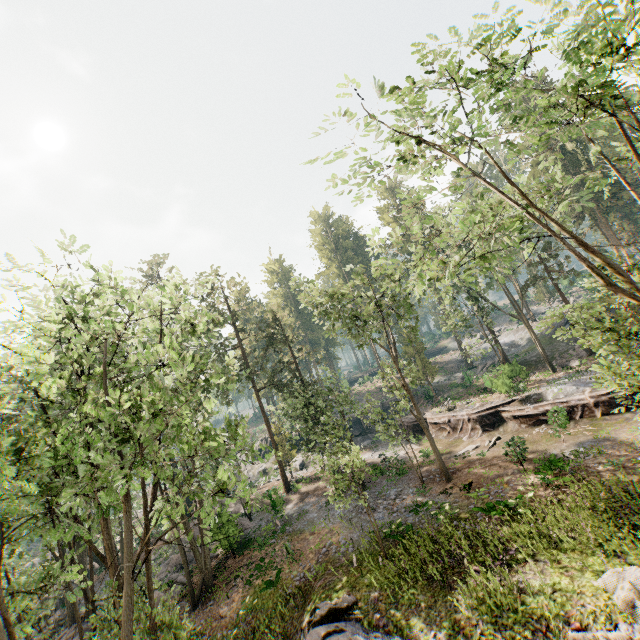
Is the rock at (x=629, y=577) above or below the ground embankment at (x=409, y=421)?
below

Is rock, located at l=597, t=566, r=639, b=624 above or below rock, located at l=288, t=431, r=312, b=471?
below

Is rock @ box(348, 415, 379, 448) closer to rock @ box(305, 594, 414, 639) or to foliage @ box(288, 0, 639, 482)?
foliage @ box(288, 0, 639, 482)

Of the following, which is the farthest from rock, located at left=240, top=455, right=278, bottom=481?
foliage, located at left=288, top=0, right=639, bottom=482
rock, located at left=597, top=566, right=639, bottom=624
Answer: rock, located at left=597, top=566, right=639, bottom=624

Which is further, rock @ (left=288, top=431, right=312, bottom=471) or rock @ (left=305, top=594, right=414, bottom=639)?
rock @ (left=288, top=431, right=312, bottom=471)

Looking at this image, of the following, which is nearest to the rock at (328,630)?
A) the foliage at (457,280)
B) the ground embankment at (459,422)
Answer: the foliage at (457,280)

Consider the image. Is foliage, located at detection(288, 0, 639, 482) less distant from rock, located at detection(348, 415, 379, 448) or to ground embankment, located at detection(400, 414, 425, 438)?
ground embankment, located at detection(400, 414, 425, 438)

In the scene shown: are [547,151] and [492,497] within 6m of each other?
no
